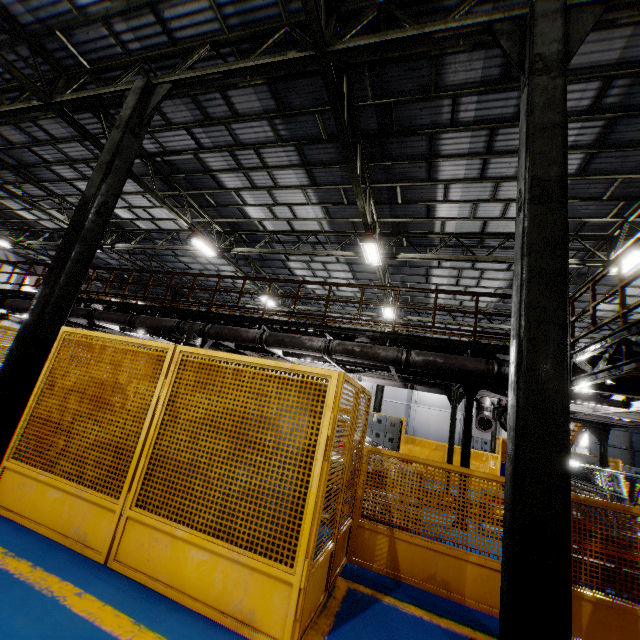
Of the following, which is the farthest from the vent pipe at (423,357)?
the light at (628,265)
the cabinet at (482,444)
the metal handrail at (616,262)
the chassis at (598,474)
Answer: the cabinet at (482,444)

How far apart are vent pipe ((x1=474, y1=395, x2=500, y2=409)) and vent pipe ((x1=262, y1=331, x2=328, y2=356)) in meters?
3.6

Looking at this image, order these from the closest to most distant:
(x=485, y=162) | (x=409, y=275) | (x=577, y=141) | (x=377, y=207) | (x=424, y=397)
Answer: (x=577, y=141)
(x=485, y=162)
(x=377, y=207)
(x=409, y=275)
(x=424, y=397)

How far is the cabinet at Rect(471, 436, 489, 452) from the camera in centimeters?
2845cm

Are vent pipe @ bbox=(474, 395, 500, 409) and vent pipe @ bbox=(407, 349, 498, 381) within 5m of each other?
yes

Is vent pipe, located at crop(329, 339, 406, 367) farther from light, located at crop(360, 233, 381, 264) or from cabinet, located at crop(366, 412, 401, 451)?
cabinet, located at crop(366, 412, 401, 451)

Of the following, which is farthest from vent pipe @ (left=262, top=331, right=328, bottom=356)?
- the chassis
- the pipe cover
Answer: the pipe cover

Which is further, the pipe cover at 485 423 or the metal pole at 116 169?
the pipe cover at 485 423
